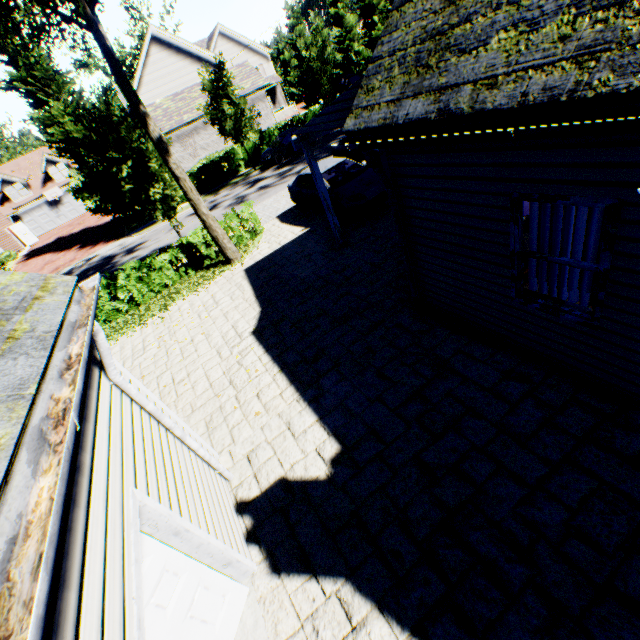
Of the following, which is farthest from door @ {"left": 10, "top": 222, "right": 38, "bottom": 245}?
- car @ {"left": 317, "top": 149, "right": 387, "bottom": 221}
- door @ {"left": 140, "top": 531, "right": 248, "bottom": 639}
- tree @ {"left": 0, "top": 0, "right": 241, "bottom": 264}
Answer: door @ {"left": 140, "top": 531, "right": 248, "bottom": 639}

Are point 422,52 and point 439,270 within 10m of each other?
yes

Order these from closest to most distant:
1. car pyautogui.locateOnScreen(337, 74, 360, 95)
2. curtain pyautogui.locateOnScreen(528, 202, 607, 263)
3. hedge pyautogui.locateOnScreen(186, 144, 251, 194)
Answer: curtain pyautogui.locateOnScreen(528, 202, 607, 263), hedge pyautogui.locateOnScreen(186, 144, 251, 194), car pyautogui.locateOnScreen(337, 74, 360, 95)

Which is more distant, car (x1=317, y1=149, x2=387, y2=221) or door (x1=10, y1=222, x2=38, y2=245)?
door (x1=10, y1=222, x2=38, y2=245)

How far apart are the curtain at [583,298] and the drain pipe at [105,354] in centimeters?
511cm

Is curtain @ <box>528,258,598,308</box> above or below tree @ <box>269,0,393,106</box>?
below

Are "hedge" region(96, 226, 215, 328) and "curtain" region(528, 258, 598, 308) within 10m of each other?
no

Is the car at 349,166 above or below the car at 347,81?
below
